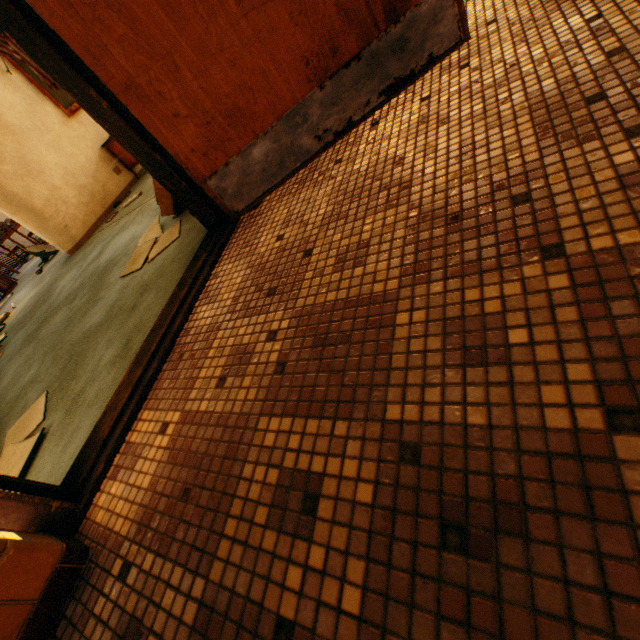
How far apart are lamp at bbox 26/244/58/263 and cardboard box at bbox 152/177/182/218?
4.81m

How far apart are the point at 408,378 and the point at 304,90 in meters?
1.5 m

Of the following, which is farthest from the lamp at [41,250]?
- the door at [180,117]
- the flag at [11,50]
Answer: the door at [180,117]

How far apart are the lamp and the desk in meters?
2.2 m

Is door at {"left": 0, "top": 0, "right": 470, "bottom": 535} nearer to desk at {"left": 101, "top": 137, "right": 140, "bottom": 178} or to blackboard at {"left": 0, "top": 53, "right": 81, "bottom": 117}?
desk at {"left": 101, "top": 137, "right": 140, "bottom": 178}

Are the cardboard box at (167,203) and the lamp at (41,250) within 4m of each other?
no

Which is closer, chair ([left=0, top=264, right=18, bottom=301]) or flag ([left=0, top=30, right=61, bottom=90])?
flag ([left=0, top=30, right=61, bottom=90])

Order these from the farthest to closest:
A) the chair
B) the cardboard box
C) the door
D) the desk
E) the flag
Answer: the chair, the desk, the flag, the cardboard box, the door
